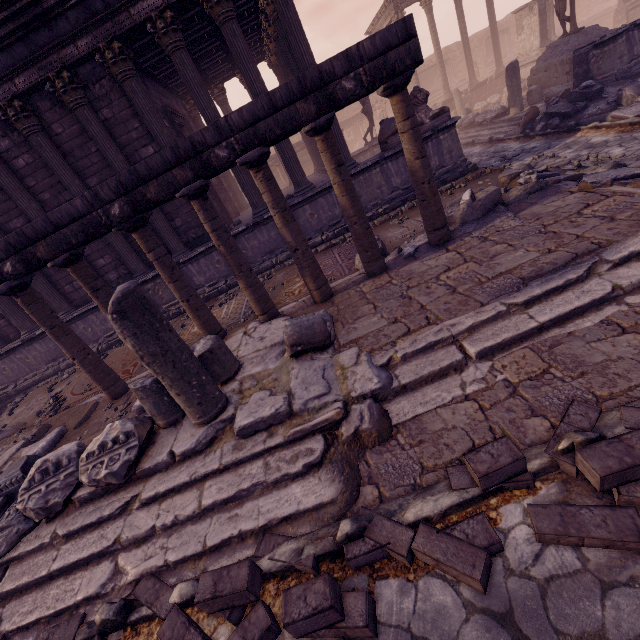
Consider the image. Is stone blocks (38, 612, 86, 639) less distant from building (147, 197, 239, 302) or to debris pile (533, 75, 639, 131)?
building (147, 197, 239, 302)

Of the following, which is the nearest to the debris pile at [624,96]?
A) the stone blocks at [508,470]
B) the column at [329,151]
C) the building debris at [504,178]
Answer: the building debris at [504,178]

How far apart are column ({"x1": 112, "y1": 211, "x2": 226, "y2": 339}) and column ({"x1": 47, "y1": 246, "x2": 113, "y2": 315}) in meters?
0.7

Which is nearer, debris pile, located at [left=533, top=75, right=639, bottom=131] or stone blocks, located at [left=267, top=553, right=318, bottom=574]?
stone blocks, located at [left=267, top=553, right=318, bottom=574]

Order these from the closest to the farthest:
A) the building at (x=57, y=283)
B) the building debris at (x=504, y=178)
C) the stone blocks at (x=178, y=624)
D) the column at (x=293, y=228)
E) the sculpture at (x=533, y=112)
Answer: the stone blocks at (x=178, y=624)
the column at (x=293, y=228)
the building debris at (x=504, y=178)
the building at (x=57, y=283)
the sculpture at (x=533, y=112)

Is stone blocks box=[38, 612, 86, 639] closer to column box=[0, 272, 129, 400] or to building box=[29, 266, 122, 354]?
column box=[0, 272, 129, 400]

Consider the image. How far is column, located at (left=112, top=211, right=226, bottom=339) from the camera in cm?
493

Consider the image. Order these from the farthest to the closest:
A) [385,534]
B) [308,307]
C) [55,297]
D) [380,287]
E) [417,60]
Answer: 1. [55,297]
2. [308,307]
3. [380,287]
4. [417,60]
5. [385,534]
